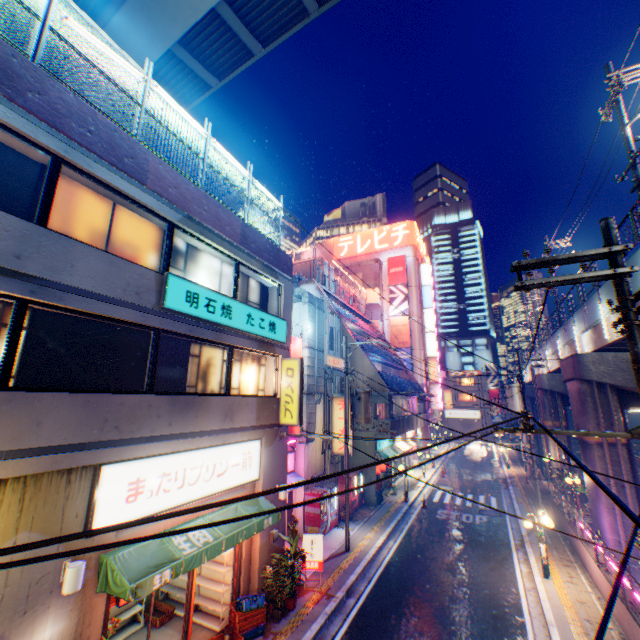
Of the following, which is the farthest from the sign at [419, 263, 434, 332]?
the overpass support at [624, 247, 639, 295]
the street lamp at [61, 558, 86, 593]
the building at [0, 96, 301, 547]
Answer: the street lamp at [61, 558, 86, 593]

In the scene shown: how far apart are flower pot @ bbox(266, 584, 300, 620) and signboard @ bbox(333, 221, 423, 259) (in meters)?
43.93

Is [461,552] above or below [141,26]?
below

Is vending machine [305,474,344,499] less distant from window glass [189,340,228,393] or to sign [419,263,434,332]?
window glass [189,340,228,393]

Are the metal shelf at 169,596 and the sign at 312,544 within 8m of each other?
yes

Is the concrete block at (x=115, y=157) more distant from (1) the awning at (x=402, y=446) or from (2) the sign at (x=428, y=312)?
(2) the sign at (x=428, y=312)

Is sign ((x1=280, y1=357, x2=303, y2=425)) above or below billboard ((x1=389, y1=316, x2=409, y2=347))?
below

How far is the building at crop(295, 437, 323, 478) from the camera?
17.05m
